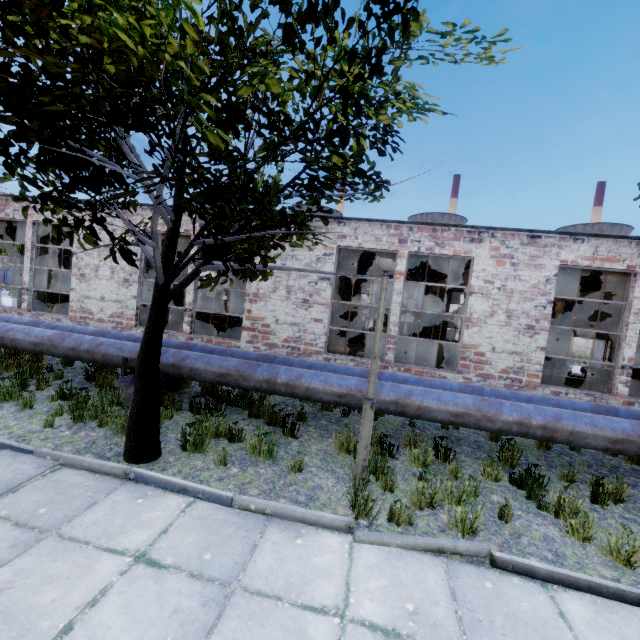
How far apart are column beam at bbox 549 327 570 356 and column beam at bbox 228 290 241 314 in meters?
17.3 m

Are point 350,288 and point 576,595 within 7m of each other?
no

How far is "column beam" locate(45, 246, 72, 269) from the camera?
14.4 meters

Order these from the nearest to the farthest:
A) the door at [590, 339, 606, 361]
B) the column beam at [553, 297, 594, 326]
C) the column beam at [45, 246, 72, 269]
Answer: the column beam at [45, 246, 72, 269]
the column beam at [553, 297, 594, 326]
the door at [590, 339, 606, 361]

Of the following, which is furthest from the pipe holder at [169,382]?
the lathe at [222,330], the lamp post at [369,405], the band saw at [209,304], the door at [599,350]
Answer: the door at [599,350]

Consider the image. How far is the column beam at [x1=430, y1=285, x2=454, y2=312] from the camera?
17.0 meters

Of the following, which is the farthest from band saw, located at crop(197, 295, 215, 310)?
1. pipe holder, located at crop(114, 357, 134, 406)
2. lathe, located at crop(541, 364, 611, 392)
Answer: lathe, located at crop(541, 364, 611, 392)

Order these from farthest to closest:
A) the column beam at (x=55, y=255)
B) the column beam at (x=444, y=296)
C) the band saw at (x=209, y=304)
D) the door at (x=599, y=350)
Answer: A: the band saw at (x=209, y=304) < the door at (x=599, y=350) < the column beam at (x=444, y=296) < the column beam at (x=55, y=255)
